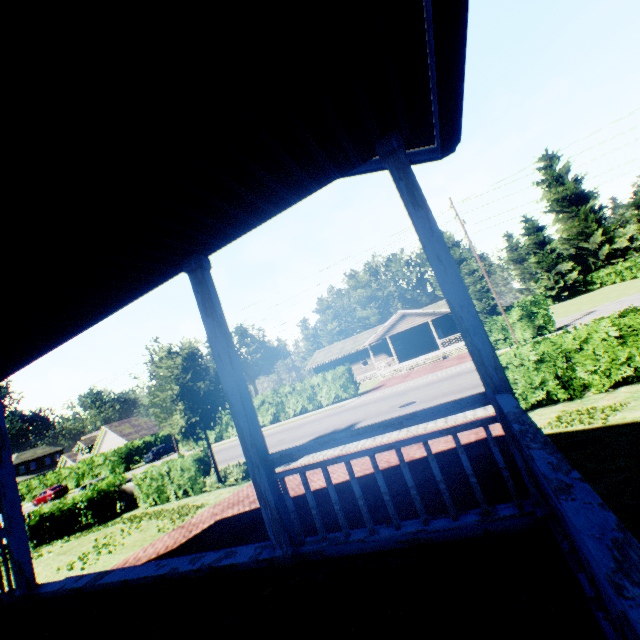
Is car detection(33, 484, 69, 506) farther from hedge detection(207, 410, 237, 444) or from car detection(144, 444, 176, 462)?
hedge detection(207, 410, 237, 444)

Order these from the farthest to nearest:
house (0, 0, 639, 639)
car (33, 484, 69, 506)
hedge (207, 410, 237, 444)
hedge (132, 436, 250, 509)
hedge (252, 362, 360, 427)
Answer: car (33, 484, 69, 506)
hedge (207, 410, 237, 444)
hedge (252, 362, 360, 427)
hedge (132, 436, 250, 509)
house (0, 0, 639, 639)

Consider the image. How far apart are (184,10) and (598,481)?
6.77m

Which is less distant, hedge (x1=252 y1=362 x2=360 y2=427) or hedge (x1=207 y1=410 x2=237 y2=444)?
hedge (x1=252 y1=362 x2=360 y2=427)

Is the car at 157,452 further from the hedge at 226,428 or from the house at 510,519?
the house at 510,519

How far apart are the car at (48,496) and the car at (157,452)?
9.04m

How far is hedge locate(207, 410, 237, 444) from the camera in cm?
3367

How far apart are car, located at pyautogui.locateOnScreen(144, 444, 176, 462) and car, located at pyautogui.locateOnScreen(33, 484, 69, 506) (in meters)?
9.04
